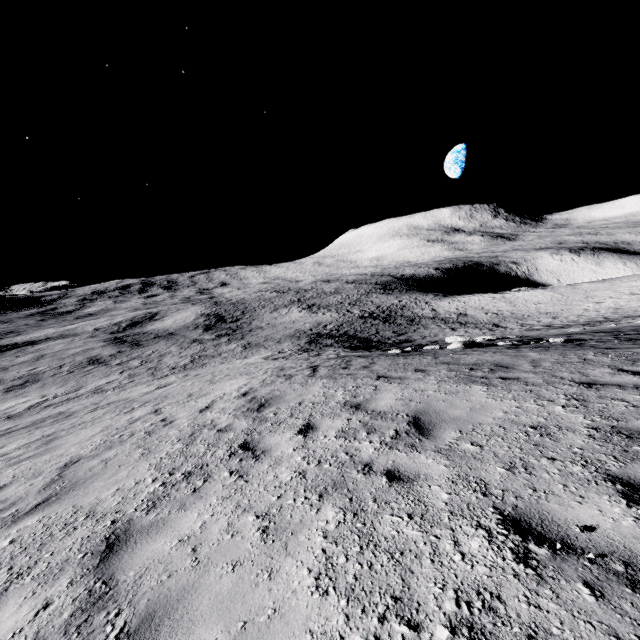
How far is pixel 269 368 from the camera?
15.7m
